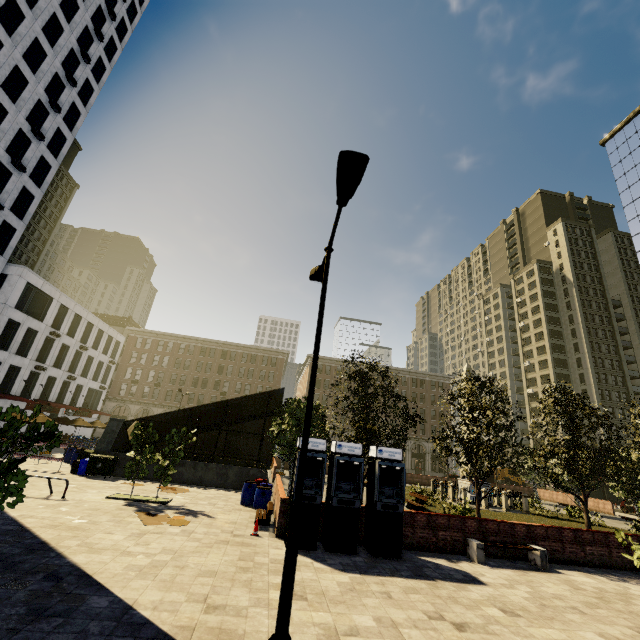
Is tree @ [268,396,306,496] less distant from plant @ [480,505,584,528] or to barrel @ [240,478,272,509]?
plant @ [480,505,584,528]

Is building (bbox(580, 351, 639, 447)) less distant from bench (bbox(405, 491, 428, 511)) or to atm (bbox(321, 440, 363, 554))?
atm (bbox(321, 440, 363, 554))

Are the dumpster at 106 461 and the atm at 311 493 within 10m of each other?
no

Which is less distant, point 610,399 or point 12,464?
point 12,464

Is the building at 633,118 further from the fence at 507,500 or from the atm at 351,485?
the fence at 507,500

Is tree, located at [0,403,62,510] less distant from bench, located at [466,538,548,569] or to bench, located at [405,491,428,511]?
bench, located at [405,491,428,511]

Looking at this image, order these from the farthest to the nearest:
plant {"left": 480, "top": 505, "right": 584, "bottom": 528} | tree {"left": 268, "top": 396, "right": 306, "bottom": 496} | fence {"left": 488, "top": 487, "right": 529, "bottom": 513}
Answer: fence {"left": 488, "top": 487, "right": 529, "bottom": 513} < plant {"left": 480, "top": 505, "right": 584, "bottom": 528} < tree {"left": 268, "top": 396, "right": 306, "bottom": 496}

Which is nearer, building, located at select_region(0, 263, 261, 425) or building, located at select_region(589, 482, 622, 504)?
building, located at select_region(0, 263, 261, 425)
